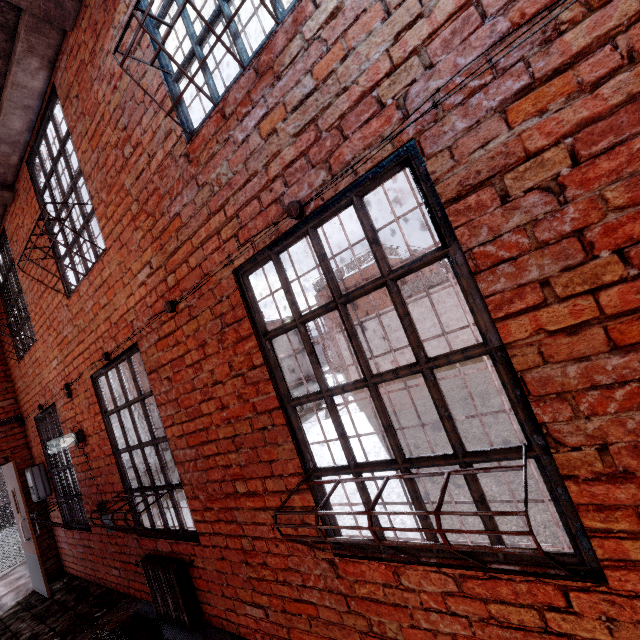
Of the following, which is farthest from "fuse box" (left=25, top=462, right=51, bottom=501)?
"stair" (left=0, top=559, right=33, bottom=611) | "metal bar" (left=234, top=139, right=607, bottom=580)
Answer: "metal bar" (left=234, top=139, right=607, bottom=580)

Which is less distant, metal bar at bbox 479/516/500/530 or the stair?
metal bar at bbox 479/516/500/530

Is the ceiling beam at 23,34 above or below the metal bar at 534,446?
above

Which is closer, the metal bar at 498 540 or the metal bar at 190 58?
the metal bar at 498 540

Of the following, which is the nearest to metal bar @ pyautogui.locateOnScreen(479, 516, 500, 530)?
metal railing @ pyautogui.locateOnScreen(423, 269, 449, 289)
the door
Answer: the door

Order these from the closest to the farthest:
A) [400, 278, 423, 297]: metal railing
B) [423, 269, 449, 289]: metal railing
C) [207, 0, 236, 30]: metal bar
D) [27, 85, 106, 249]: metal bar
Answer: [207, 0, 236, 30]: metal bar < [27, 85, 106, 249]: metal bar < [423, 269, 449, 289]: metal railing < [400, 278, 423, 297]: metal railing

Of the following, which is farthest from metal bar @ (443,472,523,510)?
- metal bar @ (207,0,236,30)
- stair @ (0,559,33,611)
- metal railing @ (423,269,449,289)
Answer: metal railing @ (423,269,449,289)

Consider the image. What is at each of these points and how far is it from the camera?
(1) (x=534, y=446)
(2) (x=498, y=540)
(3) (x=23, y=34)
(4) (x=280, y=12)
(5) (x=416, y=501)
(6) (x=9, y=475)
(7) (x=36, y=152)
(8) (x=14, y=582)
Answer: (1) metal bar, 1.4 meters
(2) metal bar, 1.5 meters
(3) ceiling beam, 3.0 meters
(4) metal bar, 1.8 meters
(5) metal bar, 1.7 meters
(6) door, 5.5 meters
(7) metal bar, 4.0 meters
(8) stair, 6.3 meters
